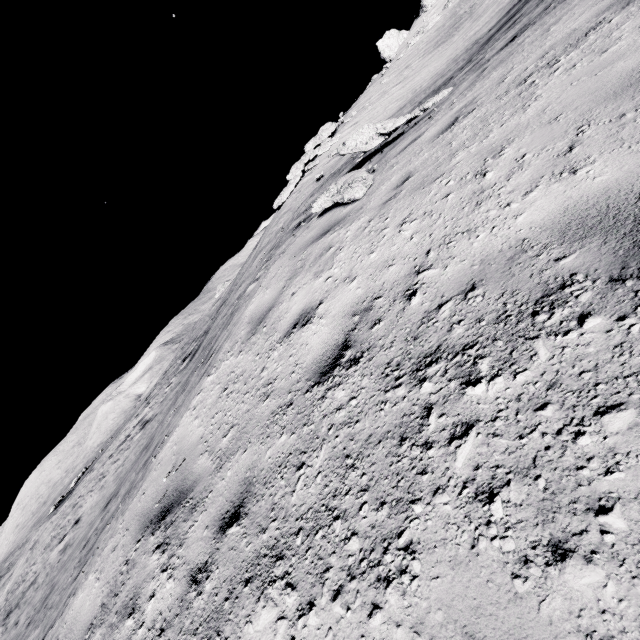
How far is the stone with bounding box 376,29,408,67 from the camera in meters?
31.1

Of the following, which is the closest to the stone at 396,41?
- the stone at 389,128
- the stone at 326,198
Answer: the stone at 389,128

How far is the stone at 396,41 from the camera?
31.12m

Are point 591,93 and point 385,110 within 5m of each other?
no

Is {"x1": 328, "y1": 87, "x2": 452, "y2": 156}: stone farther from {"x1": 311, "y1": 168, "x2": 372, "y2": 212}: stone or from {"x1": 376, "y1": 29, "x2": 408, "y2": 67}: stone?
{"x1": 376, "y1": 29, "x2": 408, "y2": 67}: stone

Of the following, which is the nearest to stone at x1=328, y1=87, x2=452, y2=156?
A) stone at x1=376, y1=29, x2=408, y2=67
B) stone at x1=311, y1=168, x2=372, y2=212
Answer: stone at x1=311, y1=168, x2=372, y2=212
